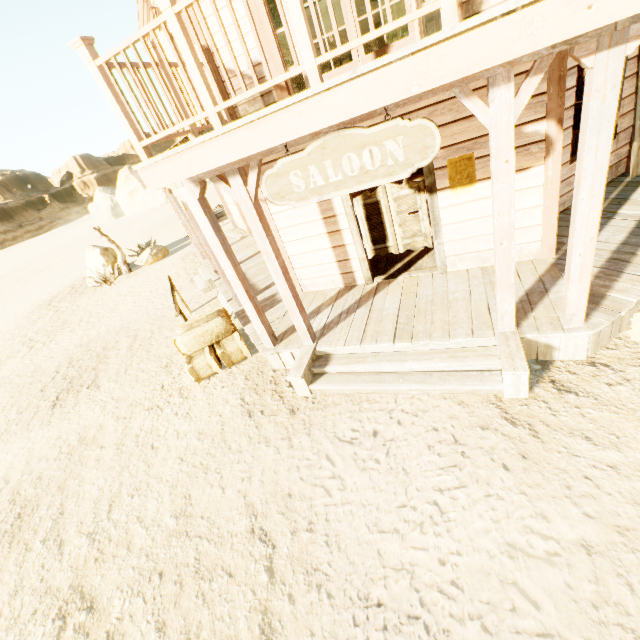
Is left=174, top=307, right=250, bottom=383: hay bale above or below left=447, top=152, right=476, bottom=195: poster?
below

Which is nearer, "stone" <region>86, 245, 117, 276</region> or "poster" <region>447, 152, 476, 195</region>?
"poster" <region>447, 152, 476, 195</region>

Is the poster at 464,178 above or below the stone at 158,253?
above

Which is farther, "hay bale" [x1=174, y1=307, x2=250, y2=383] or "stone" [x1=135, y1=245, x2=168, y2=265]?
"stone" [x1=135, y1=245, x2=168, y2=265]

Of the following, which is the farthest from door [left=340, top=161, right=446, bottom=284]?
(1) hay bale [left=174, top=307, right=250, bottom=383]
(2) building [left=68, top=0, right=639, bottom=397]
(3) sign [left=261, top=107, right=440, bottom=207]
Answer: (1) hay bale [left=174, top=307, right=250, bottom=383]

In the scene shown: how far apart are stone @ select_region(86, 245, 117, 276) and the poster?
15.8m

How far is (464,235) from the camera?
5.0m

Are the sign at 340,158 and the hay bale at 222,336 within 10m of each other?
yes
